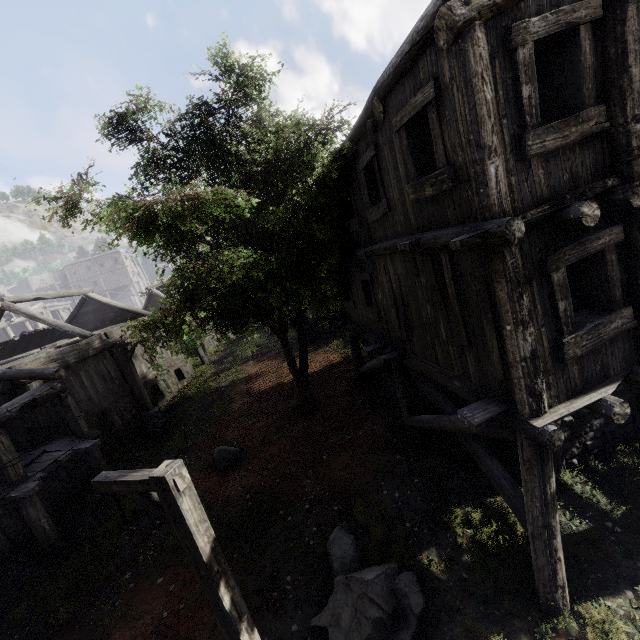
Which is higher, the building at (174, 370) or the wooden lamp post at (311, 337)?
the wooden lamp post at (311, 337)

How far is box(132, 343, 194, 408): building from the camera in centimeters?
1800cm

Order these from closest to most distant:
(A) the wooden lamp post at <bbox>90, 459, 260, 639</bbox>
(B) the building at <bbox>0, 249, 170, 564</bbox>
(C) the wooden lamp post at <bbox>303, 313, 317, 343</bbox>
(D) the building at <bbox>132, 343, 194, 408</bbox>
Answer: (A) the wooden lamp post at <bbox>90, 459, 260, 639</bbox> → (B) the building at <bbox>0, 249, 170, 564</bbox> → (D) the building at <bbox>132, 343, 194, 408</bbox> → (C) the wooden lamp post at <bbox>303, 313, 317, 343</bbox>

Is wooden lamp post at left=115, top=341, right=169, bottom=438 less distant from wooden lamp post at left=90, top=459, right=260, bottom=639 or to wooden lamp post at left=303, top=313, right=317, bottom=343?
wooden lamp post at left=303, top=313, right=317, bottom=343

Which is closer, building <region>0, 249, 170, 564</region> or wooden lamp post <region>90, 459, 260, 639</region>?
wooden lamp post <region>90, 459, 260, 639</region>

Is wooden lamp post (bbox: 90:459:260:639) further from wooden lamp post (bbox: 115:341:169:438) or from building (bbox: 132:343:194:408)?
wooden lamp post (bbox: 115:341:169:438)

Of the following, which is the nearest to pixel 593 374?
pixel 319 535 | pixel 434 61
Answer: pixel 434 61

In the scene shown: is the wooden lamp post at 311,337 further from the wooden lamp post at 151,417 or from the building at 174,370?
the wooden lamp post at 151,417
